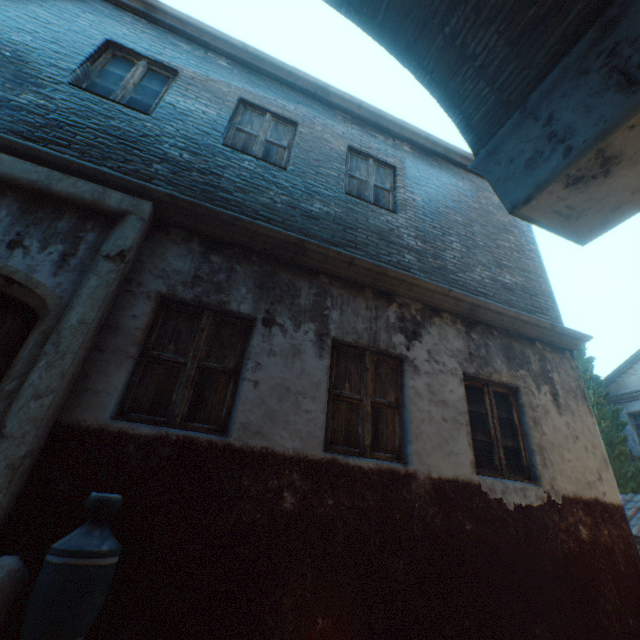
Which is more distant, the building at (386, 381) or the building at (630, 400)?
the building at (630, 400)

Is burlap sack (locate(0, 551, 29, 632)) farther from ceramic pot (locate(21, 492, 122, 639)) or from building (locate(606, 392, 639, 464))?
building (locate(606, 392, 639, 464))

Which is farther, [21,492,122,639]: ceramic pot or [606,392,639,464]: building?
[606,392,639,464]: building

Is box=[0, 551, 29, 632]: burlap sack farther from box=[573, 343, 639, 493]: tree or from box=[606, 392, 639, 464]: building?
box=[606, 392, 639, 464]: building

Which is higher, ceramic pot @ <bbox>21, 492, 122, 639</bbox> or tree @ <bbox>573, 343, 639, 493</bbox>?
tree @ <bbox>573, 343, 639, 493</bbox>

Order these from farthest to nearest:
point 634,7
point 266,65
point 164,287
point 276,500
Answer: point 266,65 < point 164,287 < point 276,500 < point 634,7

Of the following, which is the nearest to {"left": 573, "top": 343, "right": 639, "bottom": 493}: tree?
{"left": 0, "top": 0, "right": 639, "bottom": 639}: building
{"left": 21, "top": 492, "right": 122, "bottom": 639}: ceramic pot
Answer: {"left": 0, "top": 0, "right": 639, "bottom": 639}: building

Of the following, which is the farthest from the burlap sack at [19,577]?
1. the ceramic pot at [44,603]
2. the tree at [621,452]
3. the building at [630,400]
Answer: the building at [630,400]
